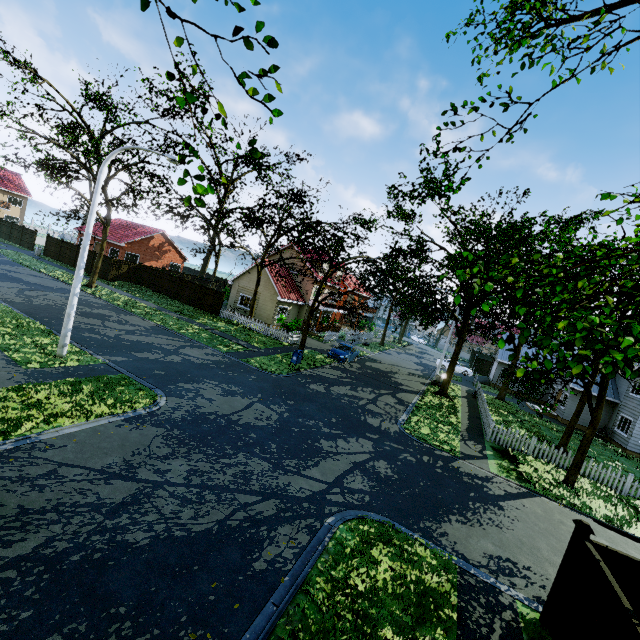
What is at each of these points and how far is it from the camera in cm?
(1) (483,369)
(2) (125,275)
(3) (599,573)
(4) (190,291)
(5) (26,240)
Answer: (1) fence, 4447
(2) fence, 3384
(3) fence, 550
(4) fence, 3184
(5) fence, 3884

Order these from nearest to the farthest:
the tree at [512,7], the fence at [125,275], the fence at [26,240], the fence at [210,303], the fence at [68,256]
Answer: the tree at [512,7]
the fence at [210,303]
the fence at [125,275]
the fence at [68,256]
the fence at [26,240]

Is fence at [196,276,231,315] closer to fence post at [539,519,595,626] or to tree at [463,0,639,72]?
fence post at [539,519,595,626]

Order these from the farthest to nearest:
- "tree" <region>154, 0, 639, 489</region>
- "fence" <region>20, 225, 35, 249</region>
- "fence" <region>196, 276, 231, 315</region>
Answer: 1. "fence" <region>20, 225, 35, 249</region>
2. "fence" <region>196, 276, 231, 315</region>
3. "tree" <region>154, 0, 639, 489</region>

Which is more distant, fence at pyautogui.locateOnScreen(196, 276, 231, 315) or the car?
fence at pyautogui.locateOnScreen(196, 276, 231, 315)

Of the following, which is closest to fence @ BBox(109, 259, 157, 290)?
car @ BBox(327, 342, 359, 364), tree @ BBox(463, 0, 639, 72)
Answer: tree @ BBox(463, 0, 639, 72)

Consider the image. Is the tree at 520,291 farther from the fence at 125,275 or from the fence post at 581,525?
the fence post at 581,525
